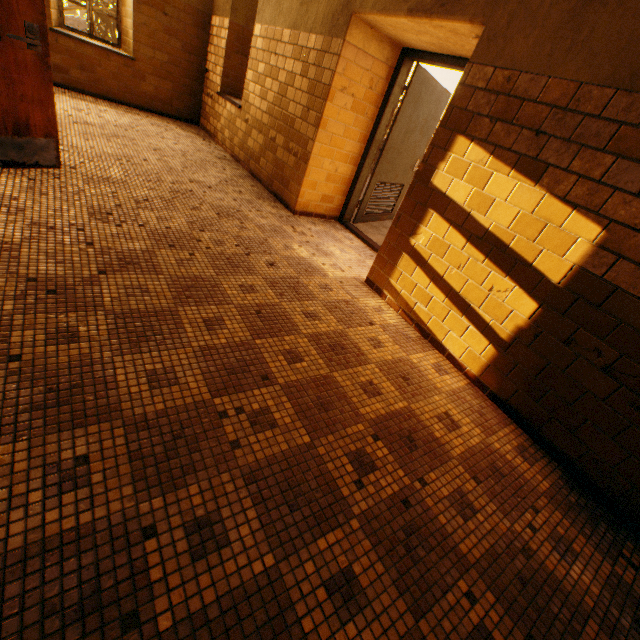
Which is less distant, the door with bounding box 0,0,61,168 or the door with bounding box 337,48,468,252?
the door with bounding box 0,0,61,168

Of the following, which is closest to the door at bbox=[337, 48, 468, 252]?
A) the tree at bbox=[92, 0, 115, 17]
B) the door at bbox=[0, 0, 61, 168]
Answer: the door at bbox=[0, 0, 61, 168]

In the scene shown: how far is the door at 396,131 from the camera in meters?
Answer: 3.9

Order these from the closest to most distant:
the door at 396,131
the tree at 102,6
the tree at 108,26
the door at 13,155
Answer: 1. the door at 13,155
2. the door at 396,131
3. the tree at 102,6
4. the tree at 108,26

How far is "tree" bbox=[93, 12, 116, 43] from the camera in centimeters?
1783cm

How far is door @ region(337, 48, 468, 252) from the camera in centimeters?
393cm

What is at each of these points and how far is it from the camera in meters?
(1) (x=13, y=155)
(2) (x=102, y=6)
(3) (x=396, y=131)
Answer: (1) door, 2.8 m
(2) tree, 9.7 m
(3) door, 4.5 m

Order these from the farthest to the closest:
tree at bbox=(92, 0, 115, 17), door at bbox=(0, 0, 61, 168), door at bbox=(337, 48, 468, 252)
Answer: tree at bbox=(92, 0, 115, 17), door at bbox=(337, 48, 468, 252), door at bbox=(0, 0, 61, 168)
